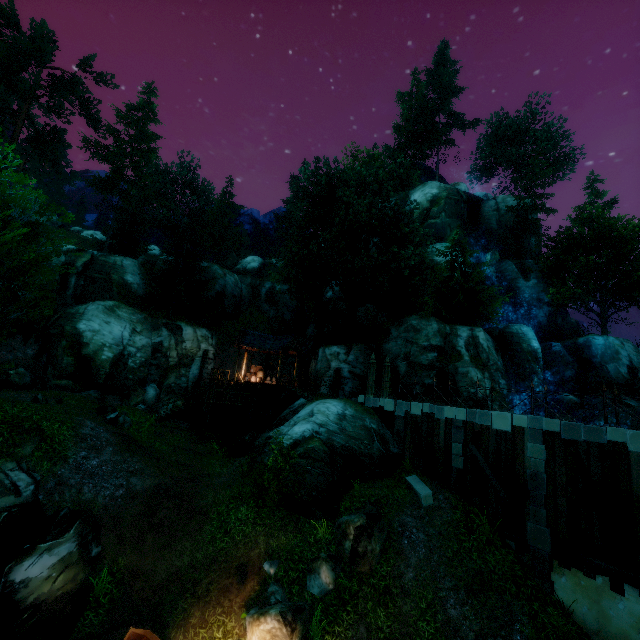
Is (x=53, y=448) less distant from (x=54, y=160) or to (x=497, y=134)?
(x=54, y=160)

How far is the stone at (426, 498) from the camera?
13.63m

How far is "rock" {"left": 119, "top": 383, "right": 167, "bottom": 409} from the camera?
23.3 meters

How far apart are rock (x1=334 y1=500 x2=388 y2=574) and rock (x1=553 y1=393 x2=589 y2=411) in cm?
2499

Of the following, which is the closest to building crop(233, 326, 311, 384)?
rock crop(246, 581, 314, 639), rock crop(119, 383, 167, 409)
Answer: rock crop(119, 383, 167, 409)

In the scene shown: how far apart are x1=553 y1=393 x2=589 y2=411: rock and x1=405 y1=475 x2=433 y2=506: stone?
21.6m

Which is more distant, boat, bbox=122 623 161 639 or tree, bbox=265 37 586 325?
tree, bbox=265 37 586 325

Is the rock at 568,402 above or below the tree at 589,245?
below
